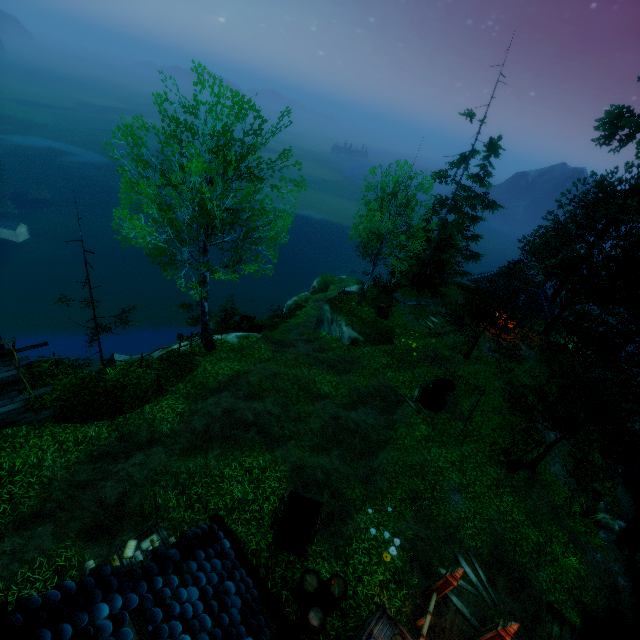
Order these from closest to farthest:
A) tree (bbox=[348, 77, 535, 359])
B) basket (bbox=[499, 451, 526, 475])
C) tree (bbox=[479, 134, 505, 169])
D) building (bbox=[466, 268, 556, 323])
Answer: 1. basket (bbox=[499, 451, 526, 475])
2. tree (bbox=[348, 77, 535, 359])
3. building (bbox=[466, 268, 556, 323])
4. tree (bbox=[479, 134, 505, 169])

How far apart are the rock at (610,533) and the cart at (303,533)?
14.6 meters

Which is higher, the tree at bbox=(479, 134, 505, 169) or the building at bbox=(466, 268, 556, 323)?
the tree at bbox=(479, 134, 505, 169)

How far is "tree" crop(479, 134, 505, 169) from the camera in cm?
2644

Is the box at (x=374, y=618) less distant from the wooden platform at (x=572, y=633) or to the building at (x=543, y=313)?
the wooden platform at (x=572, y=633)

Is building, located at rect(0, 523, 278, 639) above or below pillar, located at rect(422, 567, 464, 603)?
above

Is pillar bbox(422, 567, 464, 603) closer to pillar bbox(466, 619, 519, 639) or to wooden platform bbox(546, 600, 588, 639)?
pillar bbox(466, 619, 519, 639)

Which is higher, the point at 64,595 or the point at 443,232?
the point at 64,595
